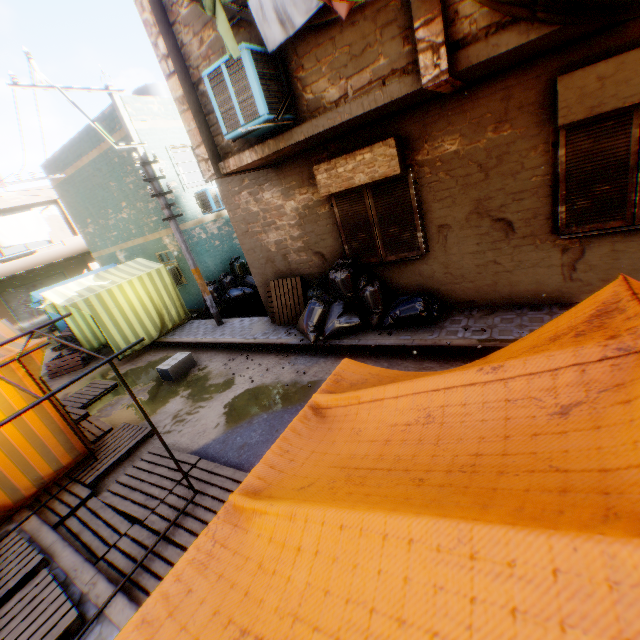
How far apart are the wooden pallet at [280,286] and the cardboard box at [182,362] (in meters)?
1.80

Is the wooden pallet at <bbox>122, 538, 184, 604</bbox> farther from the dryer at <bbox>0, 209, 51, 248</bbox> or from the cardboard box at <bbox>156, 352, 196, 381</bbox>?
the dryer at <bbox>0, 209, 51, 248</bbox>

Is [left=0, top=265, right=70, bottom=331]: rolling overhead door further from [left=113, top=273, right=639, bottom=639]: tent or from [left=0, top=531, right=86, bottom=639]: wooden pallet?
[left=0, top=531, right=86, bottom=639]: wooden pallet

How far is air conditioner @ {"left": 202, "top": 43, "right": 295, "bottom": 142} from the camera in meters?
4.0 m

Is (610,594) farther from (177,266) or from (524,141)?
(177,266)

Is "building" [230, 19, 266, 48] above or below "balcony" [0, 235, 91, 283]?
above

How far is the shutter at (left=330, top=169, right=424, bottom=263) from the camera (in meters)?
5.88

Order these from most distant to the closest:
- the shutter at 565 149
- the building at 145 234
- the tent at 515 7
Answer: the building at 145 234
the shutter at 565 149
the tent at 515 7
